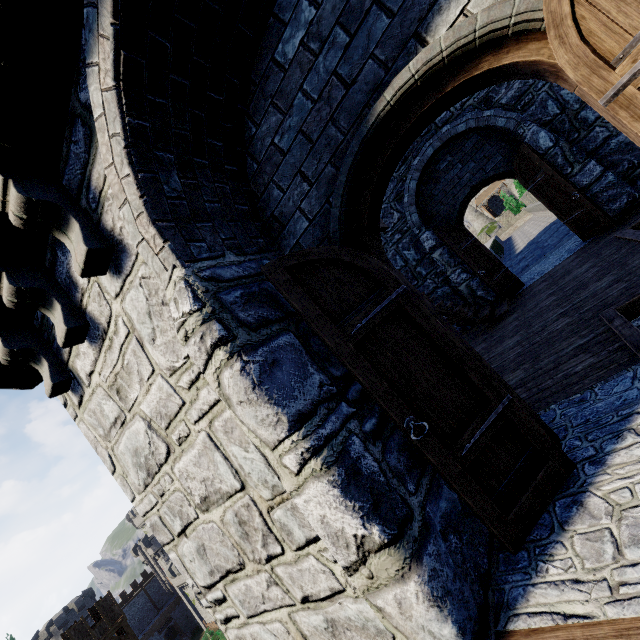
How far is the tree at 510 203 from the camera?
35.1 meters

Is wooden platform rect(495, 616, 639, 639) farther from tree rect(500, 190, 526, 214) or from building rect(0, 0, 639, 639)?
tree rect(500, 190, 526, 214)

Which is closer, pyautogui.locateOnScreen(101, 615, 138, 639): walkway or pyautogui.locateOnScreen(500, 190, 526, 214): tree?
pyautogui.locateOnScreen(101, 615, 138, 639): walkway

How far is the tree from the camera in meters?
35.1

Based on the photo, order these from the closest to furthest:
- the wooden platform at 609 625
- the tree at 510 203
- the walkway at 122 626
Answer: the wooden platform at 609 625 → the walkway at 122 626 → the tree at 510 203

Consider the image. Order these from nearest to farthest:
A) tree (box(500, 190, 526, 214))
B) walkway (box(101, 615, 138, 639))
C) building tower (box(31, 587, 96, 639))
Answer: walkway (box(101, 615, 138, 639)), tree (box(500, 190, 526, 214)), building tower (box(31, 587, 96, 639))

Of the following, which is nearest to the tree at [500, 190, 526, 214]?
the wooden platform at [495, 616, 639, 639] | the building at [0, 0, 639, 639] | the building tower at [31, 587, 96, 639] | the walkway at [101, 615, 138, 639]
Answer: the building at [0, 0, 639, 639]

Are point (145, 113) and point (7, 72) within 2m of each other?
yes
